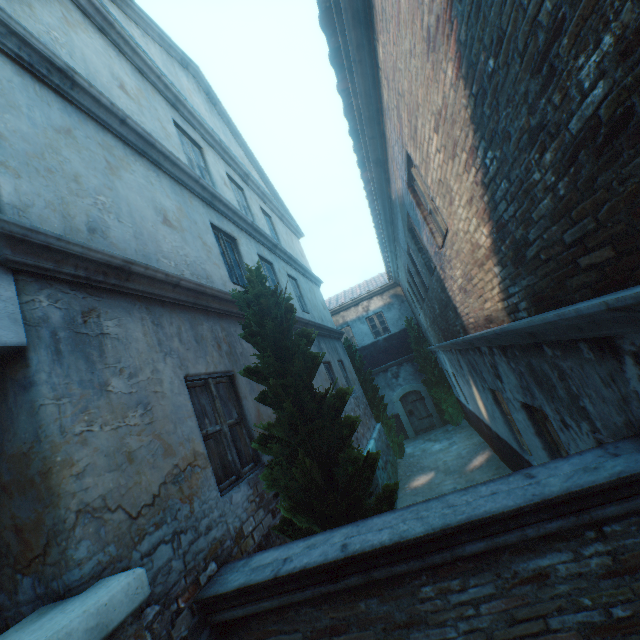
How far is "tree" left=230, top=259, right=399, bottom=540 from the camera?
3.2m

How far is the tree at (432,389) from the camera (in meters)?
15.18

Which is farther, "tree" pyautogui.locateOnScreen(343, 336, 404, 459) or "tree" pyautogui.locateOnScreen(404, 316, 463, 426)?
"tree" pyautogui.locateOnScreen(404, 316, 463, 426)

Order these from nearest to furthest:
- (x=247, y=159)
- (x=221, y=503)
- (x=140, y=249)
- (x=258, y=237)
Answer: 1. (x=221, y=503)
2. (x=140, y=249)
3. (x=258, y=237)
4. (x=247, y=159)

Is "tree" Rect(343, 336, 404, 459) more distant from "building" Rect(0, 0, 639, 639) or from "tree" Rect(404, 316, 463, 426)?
"building" Rect(0, 0, 639, 639)

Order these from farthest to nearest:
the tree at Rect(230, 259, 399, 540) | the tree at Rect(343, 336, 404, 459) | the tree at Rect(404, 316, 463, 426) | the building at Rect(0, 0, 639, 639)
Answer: the tree at Rect(404, 316, 463, 426) < the tree at Rect(343, 336, 404, 459) < the tree at Rect(230, 259, 399, 540) < the building at Rect(0, 0, 639, 639)

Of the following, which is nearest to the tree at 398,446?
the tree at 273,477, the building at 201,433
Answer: the tree at 273,477

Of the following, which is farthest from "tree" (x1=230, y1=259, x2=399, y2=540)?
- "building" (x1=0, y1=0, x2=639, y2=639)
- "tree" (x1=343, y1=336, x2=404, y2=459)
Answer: "building" (x1=0, y1=0, x2=639, y2=639)
